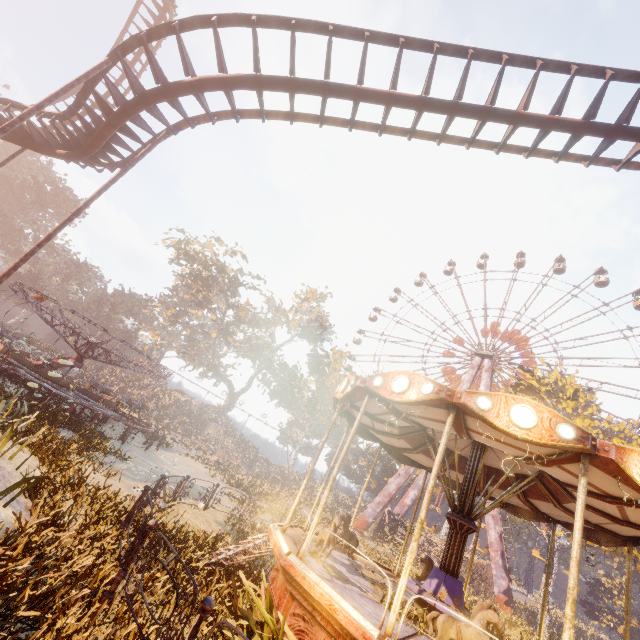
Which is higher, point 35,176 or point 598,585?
point 35,176

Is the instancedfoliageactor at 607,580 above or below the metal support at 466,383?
below

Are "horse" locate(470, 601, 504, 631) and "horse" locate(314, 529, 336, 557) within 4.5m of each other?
yes

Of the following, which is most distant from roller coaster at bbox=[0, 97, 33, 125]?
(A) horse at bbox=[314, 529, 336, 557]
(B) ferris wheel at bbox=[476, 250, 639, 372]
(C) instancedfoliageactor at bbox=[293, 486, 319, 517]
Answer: (C) instancedfoliageactor at bbox=[293, 486, 319, 517]

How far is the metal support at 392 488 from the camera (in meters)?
36.41

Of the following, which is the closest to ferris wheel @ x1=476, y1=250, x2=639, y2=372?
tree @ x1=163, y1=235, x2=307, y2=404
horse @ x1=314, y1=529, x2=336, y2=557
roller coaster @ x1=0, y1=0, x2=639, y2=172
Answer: roller coaster @ x1=0, y1=0, x2=639, y2=172

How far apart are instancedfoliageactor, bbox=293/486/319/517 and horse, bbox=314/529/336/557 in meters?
33.5

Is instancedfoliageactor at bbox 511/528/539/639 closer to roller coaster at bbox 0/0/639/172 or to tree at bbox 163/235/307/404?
tree at bbox 163/235/307/404
